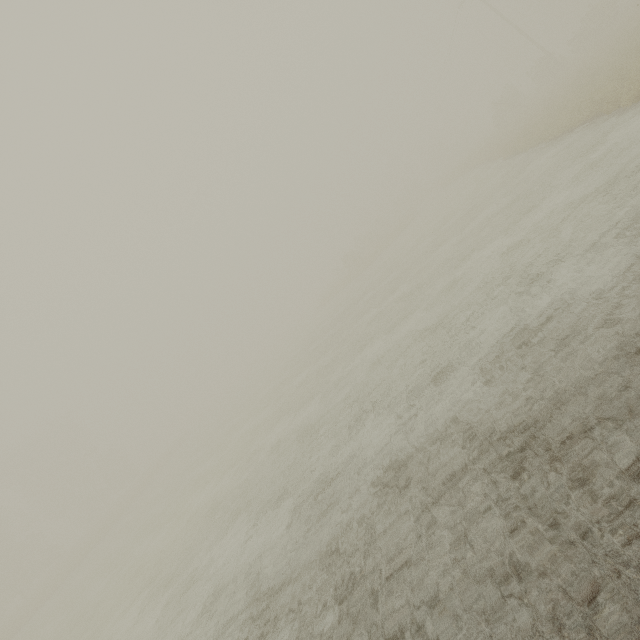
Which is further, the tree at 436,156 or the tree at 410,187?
the tree at 436,156

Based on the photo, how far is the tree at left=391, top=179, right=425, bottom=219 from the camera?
51.5 meters

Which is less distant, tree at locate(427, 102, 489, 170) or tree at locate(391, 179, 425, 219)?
tree at locate(391, 179, 425, 219)

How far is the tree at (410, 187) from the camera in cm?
5150

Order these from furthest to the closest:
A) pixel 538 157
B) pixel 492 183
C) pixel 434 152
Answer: pixel 434 152
pixel 492 183
pixel 538 157
